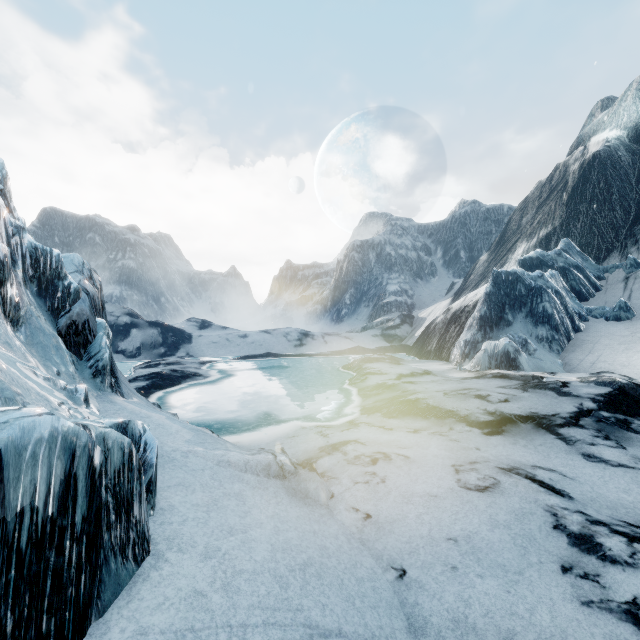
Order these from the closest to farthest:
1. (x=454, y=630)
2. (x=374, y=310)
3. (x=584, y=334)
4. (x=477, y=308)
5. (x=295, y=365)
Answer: (x=454, y=630), (x=584, y=334), (x=477, y=308), (x=295, y=365), (x=374, y=310)
